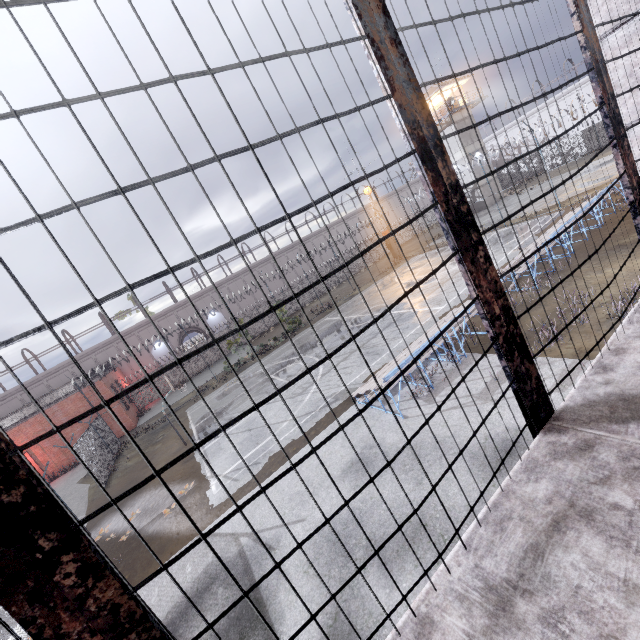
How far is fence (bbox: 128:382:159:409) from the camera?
32.66m

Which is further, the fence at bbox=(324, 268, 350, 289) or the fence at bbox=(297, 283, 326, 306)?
the fence at bbox=(324, 268, 350, 289)

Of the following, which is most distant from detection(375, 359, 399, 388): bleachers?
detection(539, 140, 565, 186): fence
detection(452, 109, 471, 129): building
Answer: detection(452, 109, 471, 129): building

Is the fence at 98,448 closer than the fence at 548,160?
Yes

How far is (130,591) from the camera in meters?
0.9

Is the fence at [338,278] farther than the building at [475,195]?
Yes
